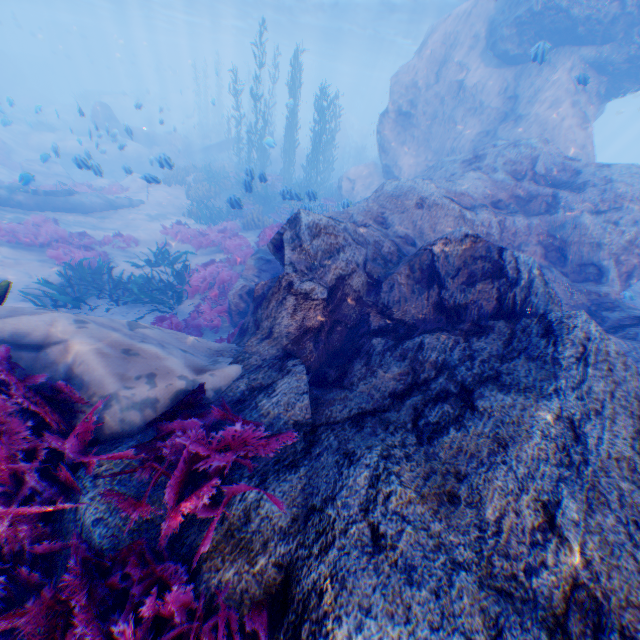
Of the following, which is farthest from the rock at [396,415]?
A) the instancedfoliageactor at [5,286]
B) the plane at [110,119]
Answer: the instancedfoliageactor at [5,286]

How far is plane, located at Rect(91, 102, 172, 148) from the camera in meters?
18.2 m

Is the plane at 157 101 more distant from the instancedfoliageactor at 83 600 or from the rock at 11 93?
the instancedfoliageactor at 83 600

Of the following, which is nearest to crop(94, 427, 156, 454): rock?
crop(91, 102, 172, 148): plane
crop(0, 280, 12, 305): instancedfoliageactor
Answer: crop(91, 102, 172, 148): plane

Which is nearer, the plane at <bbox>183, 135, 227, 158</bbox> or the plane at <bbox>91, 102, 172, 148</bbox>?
the plane at <bbox>91, 102, 172, 148</bbox>

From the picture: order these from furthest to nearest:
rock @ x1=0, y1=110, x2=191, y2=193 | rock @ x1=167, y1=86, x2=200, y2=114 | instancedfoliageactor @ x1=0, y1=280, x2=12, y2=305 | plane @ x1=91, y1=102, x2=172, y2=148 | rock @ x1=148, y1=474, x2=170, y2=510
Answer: rock @ x1=167, y1=86, x2=200, y2=114
plane @ x1=91, y1=102, x2=172, y2=148
rock @ x1=0, y1=110, x2=191, y2=193
instancedfoliageactor @ x1=0, y1=280, x2=12, y2=305
rock @ x1=148, y1=474, x2=170, y2=510

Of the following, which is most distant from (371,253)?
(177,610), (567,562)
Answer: (177,610)

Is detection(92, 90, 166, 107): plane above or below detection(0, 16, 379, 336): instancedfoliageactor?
above
